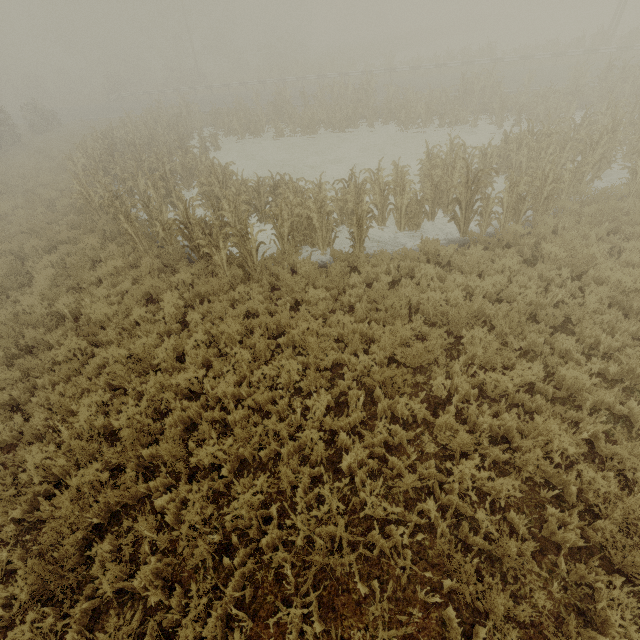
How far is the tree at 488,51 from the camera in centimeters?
2547cm

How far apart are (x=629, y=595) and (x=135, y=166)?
15.66m

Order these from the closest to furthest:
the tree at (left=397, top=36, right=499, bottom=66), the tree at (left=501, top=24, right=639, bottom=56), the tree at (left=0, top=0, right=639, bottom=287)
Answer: the tree at (left=0, top=0, right=639, bottom=287), the tree at (left=501, top=24, right=639, bottom=56), the tree at (left=397, top=36, right=499, bottom=66)

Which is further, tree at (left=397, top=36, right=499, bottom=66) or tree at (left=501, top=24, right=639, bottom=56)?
tree at (left=397, top=36, right=499, bottom=66)

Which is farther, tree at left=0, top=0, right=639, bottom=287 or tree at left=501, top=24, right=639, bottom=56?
tree at left=501, top=24, right=639, bottom=56

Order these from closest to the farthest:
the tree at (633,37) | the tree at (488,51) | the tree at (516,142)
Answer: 1. the tree at (516,142)
2. the tree at (633,37)
3. the tree at (488,51)

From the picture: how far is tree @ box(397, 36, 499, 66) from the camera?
25.47m
